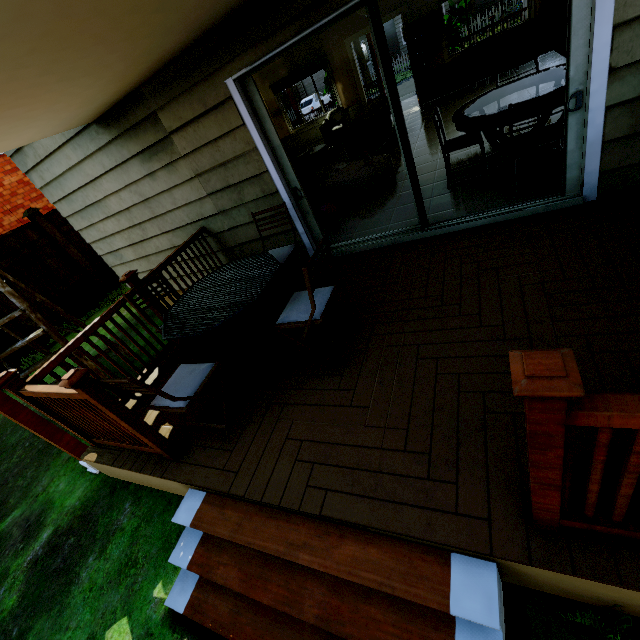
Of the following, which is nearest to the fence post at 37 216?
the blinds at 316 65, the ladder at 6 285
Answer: the ladder at 6 285

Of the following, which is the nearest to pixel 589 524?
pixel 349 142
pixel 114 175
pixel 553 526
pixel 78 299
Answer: pixel 553 526

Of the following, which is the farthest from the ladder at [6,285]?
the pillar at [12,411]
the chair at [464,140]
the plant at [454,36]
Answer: the plant at [454,36]

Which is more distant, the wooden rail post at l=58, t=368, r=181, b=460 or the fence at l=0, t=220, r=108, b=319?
the fence at l=0, t=220, r=108, b=319

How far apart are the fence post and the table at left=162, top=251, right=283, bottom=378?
6.85m

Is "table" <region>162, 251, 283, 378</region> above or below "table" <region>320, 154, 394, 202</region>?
above

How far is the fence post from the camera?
7.40m

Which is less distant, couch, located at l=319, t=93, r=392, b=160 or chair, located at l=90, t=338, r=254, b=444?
chair, located at l=90, t=338, r=254, b=444
